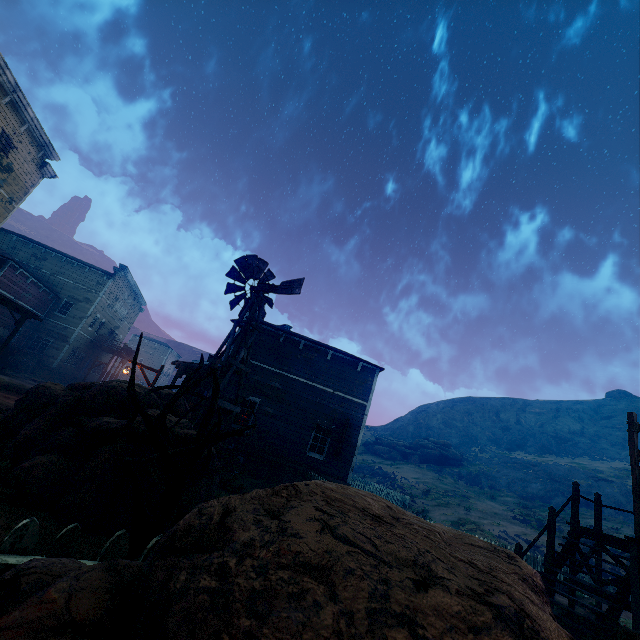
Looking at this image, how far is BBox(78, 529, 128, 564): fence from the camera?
2.0m

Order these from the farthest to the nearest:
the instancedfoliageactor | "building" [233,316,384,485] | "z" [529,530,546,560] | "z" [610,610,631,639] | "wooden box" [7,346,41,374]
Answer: "wooden box" [7,346,41,374]
"z" [529,530,546,560]
"building" [233,316,384,485]
"z" [610,610,631,639]
the instancedfoliageactor

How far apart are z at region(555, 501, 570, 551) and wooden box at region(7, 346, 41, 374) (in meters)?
44.15

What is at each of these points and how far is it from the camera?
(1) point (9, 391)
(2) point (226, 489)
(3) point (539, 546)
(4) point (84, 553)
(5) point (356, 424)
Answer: (1) z, 14.2 meters
(2) z, 10.8 meters
(3) z, 22.3 meters
(4) z, 3.7 meters
(5) building, 16.7 meters

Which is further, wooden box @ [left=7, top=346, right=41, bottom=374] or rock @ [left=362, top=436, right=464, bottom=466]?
rock @ [left=362, top=436, right=464, bottom=466]

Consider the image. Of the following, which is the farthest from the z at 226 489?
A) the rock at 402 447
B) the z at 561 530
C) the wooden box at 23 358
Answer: the z at 561 530

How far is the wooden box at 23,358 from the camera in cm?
2561

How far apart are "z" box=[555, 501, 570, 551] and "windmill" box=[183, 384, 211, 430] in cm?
3002
